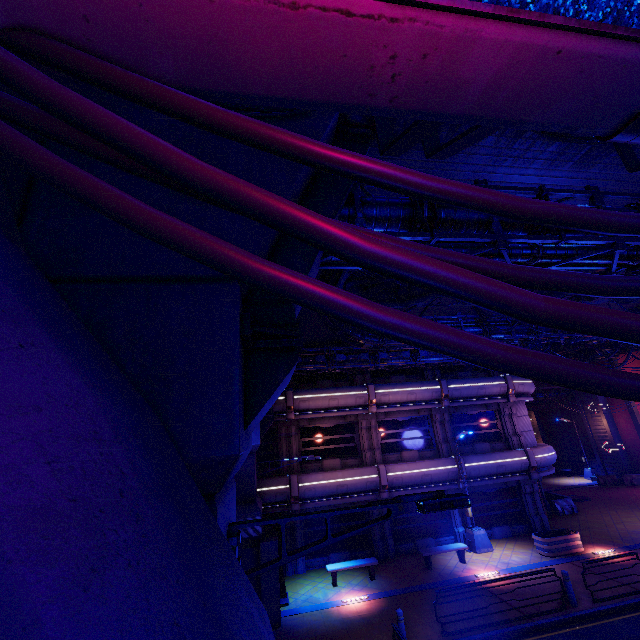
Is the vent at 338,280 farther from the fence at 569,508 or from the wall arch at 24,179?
the fence at 569,508

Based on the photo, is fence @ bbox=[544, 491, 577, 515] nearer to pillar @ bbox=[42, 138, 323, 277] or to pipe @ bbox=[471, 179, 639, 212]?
pipe @ bbox=[471, 179, 639, 212]

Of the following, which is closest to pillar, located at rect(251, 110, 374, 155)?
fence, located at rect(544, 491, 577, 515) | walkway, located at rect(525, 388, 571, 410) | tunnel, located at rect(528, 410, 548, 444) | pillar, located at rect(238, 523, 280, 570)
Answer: pillar, located at rect(238, 523, 280, 570)

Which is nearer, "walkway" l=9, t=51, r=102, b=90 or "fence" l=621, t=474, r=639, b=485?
"walkway" l=9, t=51, r=102, b=90

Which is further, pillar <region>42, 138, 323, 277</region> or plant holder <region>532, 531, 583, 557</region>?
plant holder <region>532, 531, 583, 557</region>

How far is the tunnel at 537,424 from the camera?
39.5 meters

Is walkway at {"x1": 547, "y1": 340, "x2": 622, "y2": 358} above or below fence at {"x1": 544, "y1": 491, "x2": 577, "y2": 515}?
above

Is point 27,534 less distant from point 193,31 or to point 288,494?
point 193,31
